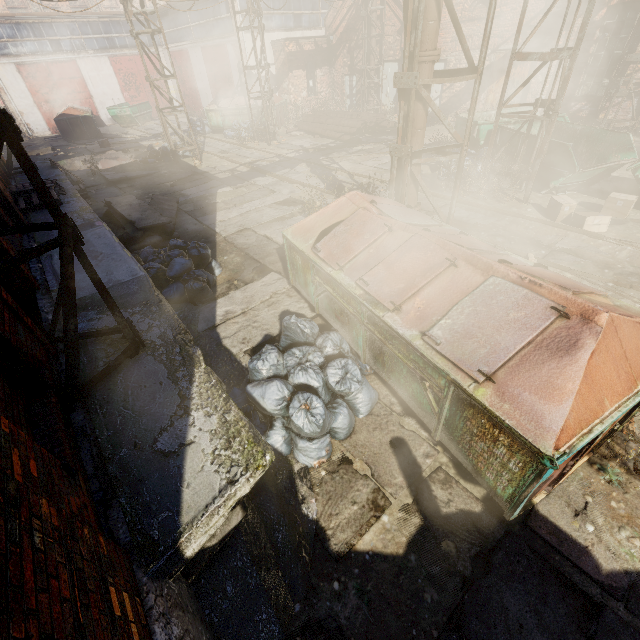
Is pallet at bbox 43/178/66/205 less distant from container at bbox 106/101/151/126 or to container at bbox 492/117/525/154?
container at bbox 492/117/525/154

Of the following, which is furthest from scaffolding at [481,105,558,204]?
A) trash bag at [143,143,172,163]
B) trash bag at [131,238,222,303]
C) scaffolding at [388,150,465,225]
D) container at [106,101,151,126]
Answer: container at [106,101,151,126]

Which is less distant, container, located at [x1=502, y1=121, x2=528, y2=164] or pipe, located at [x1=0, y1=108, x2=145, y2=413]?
pipe, located at [x1=0, y1=108, x2=145, y2=413]

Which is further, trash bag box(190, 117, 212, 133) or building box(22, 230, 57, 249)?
trash bag box(190, 117, 212, 133)

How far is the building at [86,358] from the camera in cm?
365

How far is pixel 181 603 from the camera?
2.31m

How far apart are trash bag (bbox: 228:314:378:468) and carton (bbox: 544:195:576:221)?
6.55m

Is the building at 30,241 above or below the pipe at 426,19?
below
